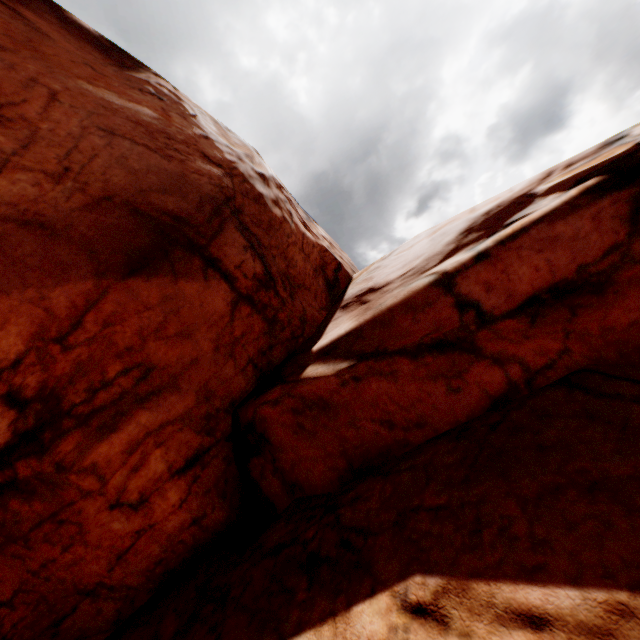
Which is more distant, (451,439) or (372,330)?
(372,330)
